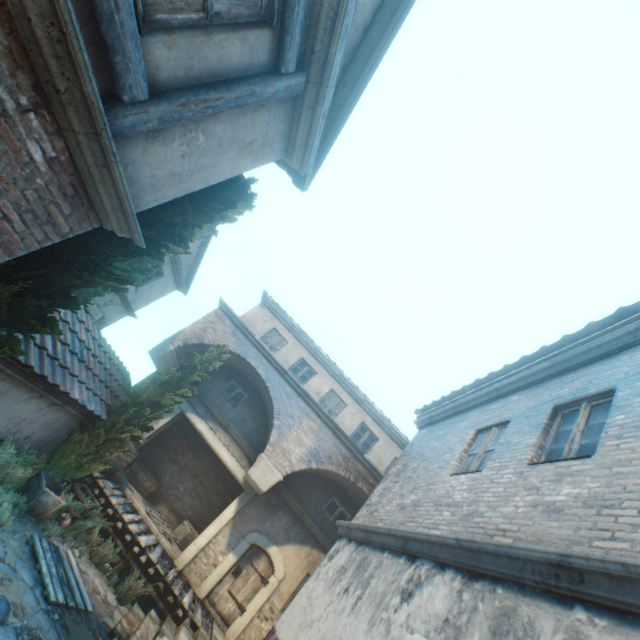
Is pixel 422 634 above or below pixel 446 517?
below

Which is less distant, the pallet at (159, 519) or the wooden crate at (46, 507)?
the wooden crate at (46, 507)

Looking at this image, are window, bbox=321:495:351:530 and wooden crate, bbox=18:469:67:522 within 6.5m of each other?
no

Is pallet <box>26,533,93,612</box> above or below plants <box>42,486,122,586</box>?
below

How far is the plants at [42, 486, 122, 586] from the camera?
7.7 meters

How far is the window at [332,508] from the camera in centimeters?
1214cm

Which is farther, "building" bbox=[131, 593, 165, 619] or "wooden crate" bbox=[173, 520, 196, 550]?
"wooden crate" bbox=[173, 520, 196, 550]

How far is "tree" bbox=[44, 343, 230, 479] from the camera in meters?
8.3 m
